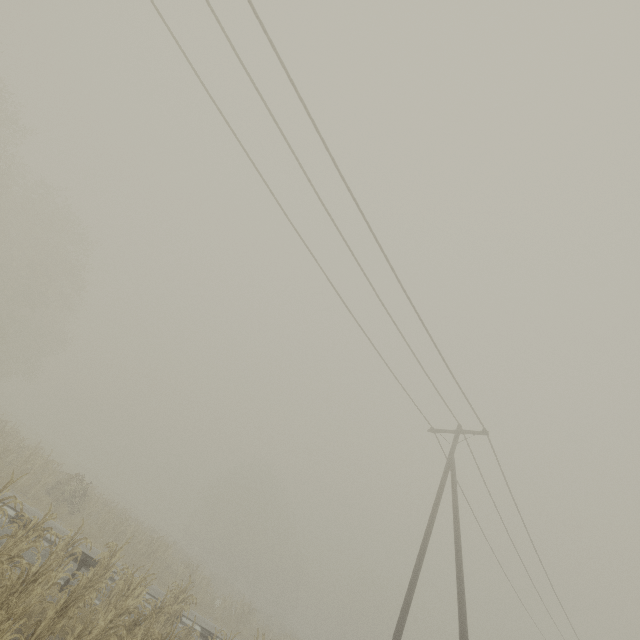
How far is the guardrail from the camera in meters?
9.7

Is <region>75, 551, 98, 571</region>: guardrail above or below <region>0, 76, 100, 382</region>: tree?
below

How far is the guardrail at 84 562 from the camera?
9.7 meters

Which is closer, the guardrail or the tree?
the guardrail

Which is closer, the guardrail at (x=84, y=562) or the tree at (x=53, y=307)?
the guardrail at (x=84, y=562)

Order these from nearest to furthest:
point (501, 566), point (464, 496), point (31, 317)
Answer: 1. point (464, 496)
2. point (501, 566)
3. point (31, 317)
